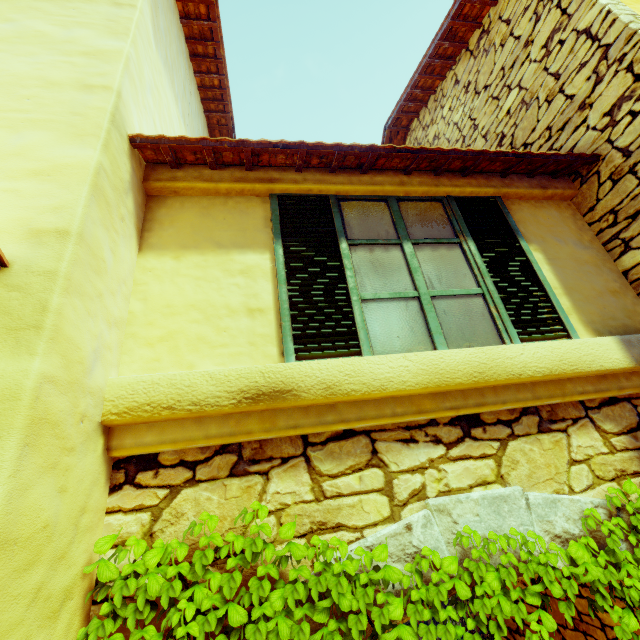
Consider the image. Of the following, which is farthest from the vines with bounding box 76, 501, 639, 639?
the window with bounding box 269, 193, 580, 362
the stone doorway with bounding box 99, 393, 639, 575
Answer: the window with bounding box 269, 193, 580, 362

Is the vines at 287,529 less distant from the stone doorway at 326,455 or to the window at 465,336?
the stone doorway at 326,455

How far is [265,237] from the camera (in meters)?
2.50

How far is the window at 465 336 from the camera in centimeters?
220cm

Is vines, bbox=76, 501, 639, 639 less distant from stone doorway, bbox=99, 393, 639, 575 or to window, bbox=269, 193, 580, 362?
stone doorway, bbox=99, 393, 639, 575

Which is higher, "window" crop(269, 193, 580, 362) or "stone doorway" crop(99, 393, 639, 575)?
"window" crop(269, 193, 580, 362)

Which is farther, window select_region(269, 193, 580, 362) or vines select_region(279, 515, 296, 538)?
window select_region(269, 193, 580, 362)
